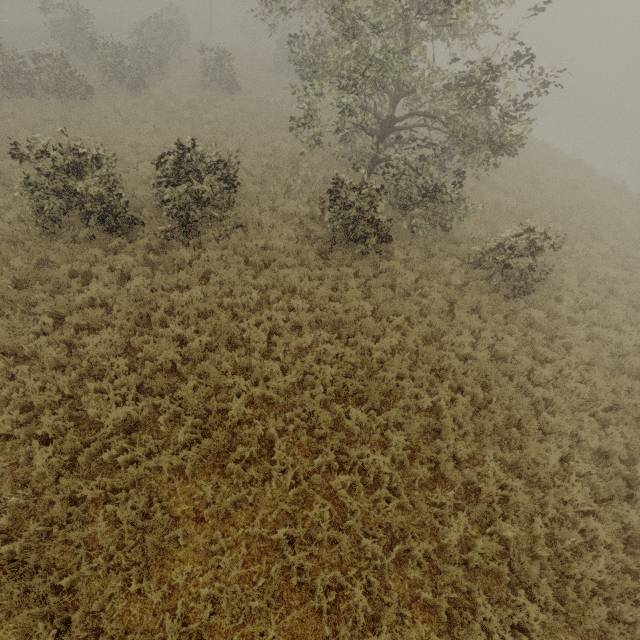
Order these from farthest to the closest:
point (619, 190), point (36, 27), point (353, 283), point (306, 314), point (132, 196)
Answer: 1. point (36, 27)
2. point (619, 190)
3. point (132, 196)
4. point (353, 283)
5. point (306, 314)
